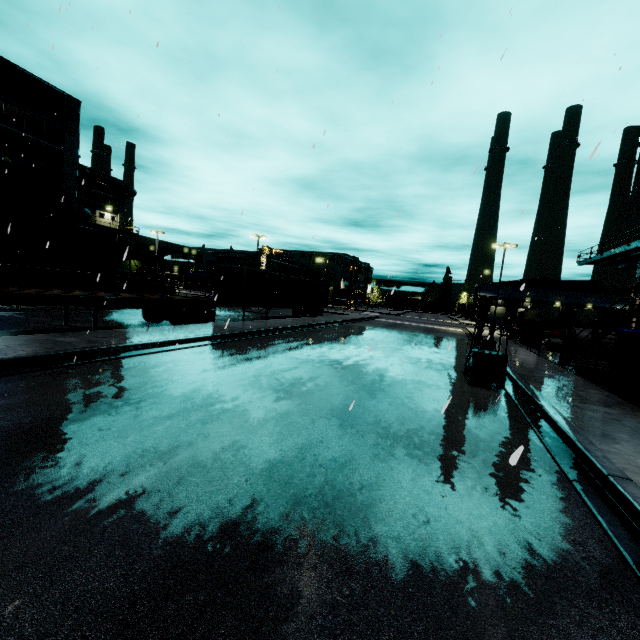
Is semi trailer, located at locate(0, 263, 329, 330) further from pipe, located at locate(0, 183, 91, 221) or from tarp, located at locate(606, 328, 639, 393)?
tarp, located at locate(606, 328, 639, 393)

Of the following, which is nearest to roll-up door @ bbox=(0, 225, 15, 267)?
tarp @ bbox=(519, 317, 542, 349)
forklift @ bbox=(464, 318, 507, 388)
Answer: tarp @ bbox=(519, 317, 542, 349)

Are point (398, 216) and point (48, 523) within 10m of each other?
yes

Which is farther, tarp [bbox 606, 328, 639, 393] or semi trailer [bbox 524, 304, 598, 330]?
semi trailer [bbox 524, 304, 598, 330]

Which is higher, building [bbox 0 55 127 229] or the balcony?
building [bbox 0 55 127 229]

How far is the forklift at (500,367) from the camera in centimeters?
1030cm

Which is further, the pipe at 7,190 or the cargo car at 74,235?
the pipe at 7,190

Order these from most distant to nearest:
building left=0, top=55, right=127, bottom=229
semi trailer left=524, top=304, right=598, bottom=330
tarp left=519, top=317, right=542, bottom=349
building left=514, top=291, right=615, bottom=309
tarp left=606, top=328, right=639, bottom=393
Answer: building left=514, top=291, right=615, bottom=309
semi trailer left=524, top=304, right=598, bottom=330
building left=0, top=55, right=127, bottom=229
tarp left=519, top=317, right=542, bottom=349
tarp left=606, top=328, right=639, bottom=393
